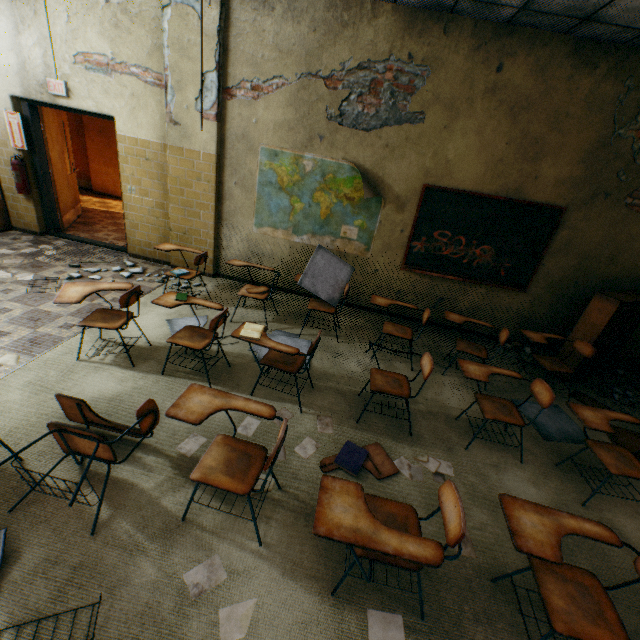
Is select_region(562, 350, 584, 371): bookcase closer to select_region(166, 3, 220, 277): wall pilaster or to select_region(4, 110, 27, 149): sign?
select_region(166, 3, 220, 277): wall pilaster

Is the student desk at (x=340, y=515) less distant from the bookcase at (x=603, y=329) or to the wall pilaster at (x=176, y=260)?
the bookcase at (x=603, y=329)

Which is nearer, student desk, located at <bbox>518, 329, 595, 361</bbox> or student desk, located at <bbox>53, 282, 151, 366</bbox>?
student desk, located at <bbox>53, 282, 151, 366</bbox>

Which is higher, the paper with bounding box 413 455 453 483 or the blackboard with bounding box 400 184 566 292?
the blackboard with bounding box 400 184 566 292

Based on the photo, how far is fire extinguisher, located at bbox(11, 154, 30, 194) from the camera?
5.2m

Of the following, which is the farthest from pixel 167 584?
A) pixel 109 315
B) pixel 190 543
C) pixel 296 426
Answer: pixel 109 315

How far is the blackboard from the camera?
4.61m

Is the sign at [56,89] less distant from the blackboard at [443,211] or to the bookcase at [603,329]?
the blackboard at [443,211]
